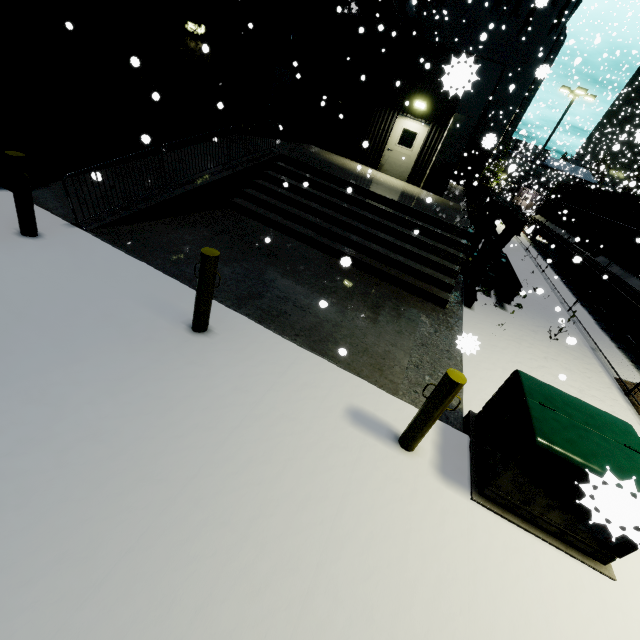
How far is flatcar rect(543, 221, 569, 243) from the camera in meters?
17.3 m

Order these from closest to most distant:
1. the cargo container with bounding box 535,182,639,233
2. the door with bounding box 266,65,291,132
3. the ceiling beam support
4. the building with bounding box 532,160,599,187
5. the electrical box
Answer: the electrical box
the ceiling beam support
the cargo container with bounding box 535,182,639,233
the door with bounding box 266,65,291,132
the building with bounding box 532,160,599,187

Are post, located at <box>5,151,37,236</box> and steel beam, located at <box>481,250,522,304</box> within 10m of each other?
no

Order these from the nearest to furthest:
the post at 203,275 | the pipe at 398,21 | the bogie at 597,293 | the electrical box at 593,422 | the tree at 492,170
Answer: the electrical box at 593,422 < the post at 203,275 < the bogie at 597,293 < the pipe at 398,21 < the tree at 492,170

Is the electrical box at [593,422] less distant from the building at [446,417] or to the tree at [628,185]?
the building at [446,417]

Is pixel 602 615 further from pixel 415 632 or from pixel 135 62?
pixel 135 62

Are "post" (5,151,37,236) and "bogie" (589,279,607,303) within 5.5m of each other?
no

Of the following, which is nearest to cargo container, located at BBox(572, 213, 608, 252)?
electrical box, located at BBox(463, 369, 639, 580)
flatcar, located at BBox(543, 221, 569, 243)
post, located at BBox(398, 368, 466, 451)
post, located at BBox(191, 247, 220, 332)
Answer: flatcar, located at BBox(543, 221, 569, 243)
